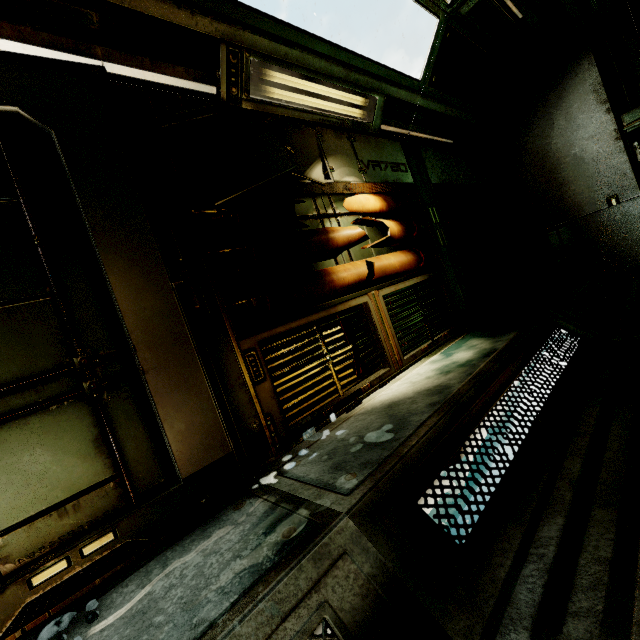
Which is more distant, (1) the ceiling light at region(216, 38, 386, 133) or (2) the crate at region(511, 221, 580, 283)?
(2) the crate at region(511, 221, 580, 283)

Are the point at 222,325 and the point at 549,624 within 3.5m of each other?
yes

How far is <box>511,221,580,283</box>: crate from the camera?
5.36m

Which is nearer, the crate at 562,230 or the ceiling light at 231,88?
the ceiling light at 231,88

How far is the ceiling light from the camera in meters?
2.4 m

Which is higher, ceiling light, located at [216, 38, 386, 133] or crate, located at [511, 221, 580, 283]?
ceiling light, located at [216, 38, 386, 133]

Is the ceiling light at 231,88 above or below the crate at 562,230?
above
